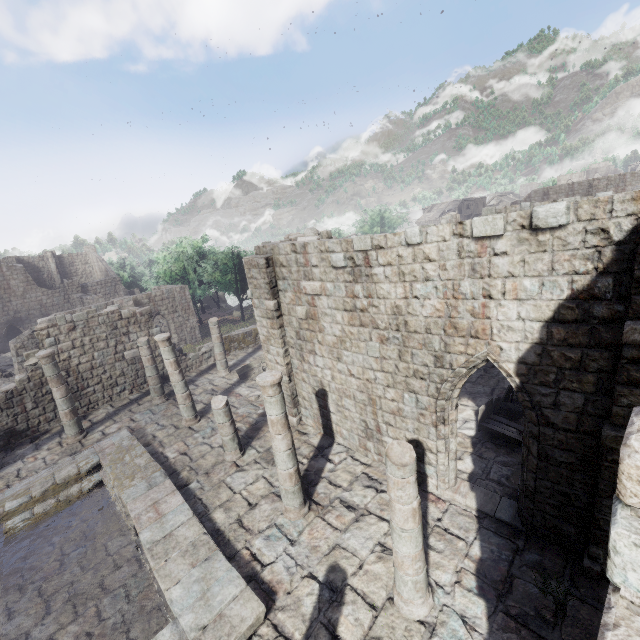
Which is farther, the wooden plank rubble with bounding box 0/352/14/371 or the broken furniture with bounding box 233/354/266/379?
the wooden plank rubble with bounding box 0/352/14/371

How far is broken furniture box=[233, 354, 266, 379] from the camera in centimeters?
1691cm

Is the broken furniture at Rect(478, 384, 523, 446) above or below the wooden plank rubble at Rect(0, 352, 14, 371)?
above

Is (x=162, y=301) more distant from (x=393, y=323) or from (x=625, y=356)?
(x=625, y=356)

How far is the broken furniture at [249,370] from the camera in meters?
16.9 m

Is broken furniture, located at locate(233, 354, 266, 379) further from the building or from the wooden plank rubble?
the wooden plank rubble

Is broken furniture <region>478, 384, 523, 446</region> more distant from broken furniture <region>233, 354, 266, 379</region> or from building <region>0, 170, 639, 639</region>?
broken furniture <region>233, 354, 266, 379</region>

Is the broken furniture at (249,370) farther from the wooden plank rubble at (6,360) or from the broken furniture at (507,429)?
the wooden plank rubble at (6,360)
